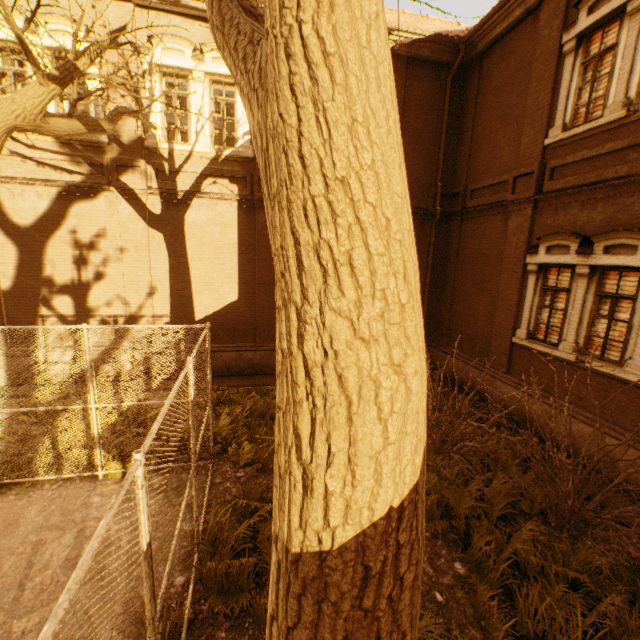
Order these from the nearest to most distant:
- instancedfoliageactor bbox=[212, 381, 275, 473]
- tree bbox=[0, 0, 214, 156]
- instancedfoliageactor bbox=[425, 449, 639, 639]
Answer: instancedfoliageactor bbox=[425, 449, 639, 639] → tree bbox=[0, 0, 214, 156] → instancedfoliageactor bbox=[212, 381, 275, 473]

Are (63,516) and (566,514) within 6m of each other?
no

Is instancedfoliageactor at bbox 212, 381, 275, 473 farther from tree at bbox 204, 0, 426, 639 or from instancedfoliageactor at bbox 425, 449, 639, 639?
instancedfoliageactor at bbox 425, 449, 639, 639

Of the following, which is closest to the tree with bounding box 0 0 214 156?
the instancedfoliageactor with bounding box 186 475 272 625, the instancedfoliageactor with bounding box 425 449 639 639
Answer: the instancedfoliageactor with bounding box 186 475 272 625

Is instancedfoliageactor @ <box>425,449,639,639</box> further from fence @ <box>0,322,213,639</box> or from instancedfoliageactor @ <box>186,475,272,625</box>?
fence @ <box>0,322,213,639</box>

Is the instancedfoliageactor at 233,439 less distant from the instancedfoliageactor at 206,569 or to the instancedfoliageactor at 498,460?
the instancedfoliageactor at 206,569

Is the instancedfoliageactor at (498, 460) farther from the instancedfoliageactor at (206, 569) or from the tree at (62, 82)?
the tree at (62, 82)

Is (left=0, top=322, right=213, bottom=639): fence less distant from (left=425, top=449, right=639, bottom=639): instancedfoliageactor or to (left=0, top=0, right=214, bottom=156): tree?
(left=0, top=0, right=214, bottom=156): tree
